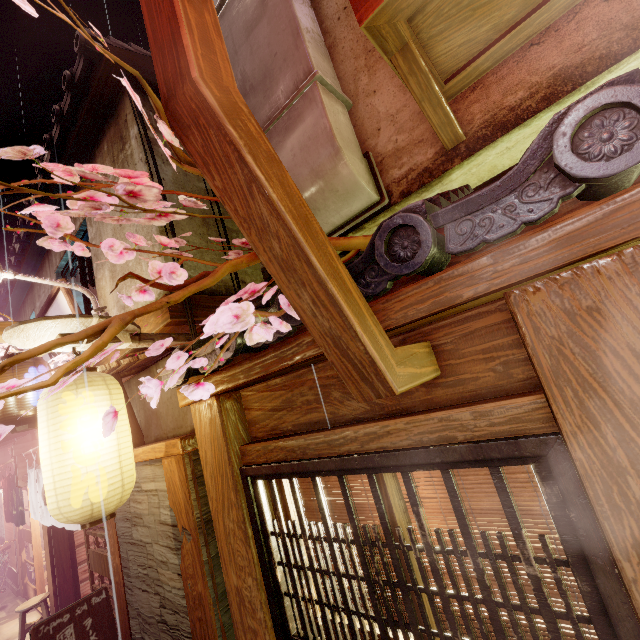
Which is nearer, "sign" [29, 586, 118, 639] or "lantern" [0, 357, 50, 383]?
"lantern" [0, 357, 50, 383]

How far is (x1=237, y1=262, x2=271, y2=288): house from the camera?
6.62m

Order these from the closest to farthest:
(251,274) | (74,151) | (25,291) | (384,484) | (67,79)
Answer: (384,484), (67,79), (251,274), (74,151), (25,291)

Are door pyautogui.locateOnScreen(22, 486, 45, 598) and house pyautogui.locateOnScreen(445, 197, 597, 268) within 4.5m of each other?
no

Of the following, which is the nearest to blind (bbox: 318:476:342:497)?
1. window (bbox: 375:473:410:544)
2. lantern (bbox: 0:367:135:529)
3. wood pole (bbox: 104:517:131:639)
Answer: window (bbox: 375:473:410:544)

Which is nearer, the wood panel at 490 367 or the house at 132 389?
the wood panel at 490 367

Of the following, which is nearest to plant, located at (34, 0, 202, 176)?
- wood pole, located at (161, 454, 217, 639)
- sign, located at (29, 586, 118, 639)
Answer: wood pole, located at (161, 454, 217, 639)

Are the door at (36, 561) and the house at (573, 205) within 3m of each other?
no
